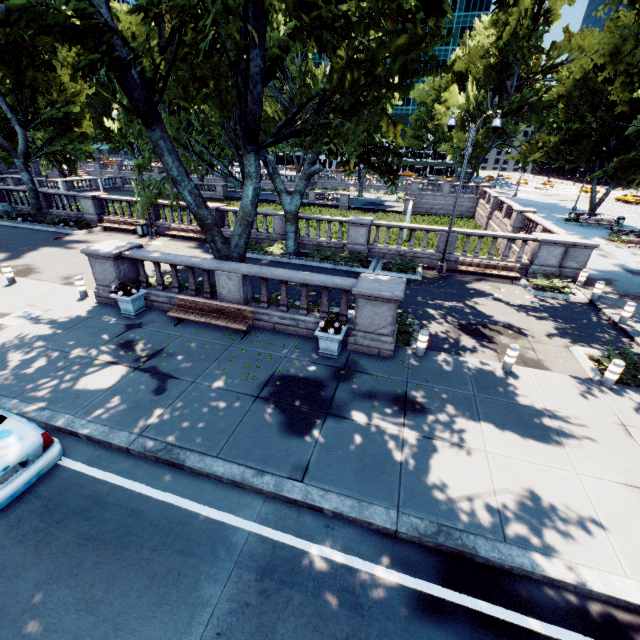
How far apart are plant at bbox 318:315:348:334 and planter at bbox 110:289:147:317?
6.65m

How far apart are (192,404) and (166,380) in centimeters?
132cm

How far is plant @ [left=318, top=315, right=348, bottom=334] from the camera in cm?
912

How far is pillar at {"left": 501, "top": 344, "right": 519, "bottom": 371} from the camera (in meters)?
9.13

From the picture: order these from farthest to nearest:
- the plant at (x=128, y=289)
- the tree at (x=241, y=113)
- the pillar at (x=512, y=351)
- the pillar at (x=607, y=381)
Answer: the plant at (x=128, y=289) < the pillar at (x=512, y=351) < the pillar at (x=607, y=381) < the tree at (x=241, y=113)

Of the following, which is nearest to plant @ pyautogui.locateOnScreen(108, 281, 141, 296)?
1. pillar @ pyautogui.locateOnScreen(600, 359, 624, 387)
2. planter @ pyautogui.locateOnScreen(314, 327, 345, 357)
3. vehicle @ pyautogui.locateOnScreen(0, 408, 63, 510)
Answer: vehicle @ pyautogui.locateOnScreen(0, 408, 63, 510)

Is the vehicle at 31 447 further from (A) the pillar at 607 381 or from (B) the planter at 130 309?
(A) the pillar at 607 381

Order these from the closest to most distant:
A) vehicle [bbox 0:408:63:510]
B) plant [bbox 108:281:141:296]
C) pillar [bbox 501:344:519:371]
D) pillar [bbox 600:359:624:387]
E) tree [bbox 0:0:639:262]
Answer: vehicle [bbox 0:408:63:510], tree [bbox 0:0:639:262], pillar [bbox 600:359:624:387], pillar [bbox 501:344:519:371], plant [bbox 108:281:141:296]
